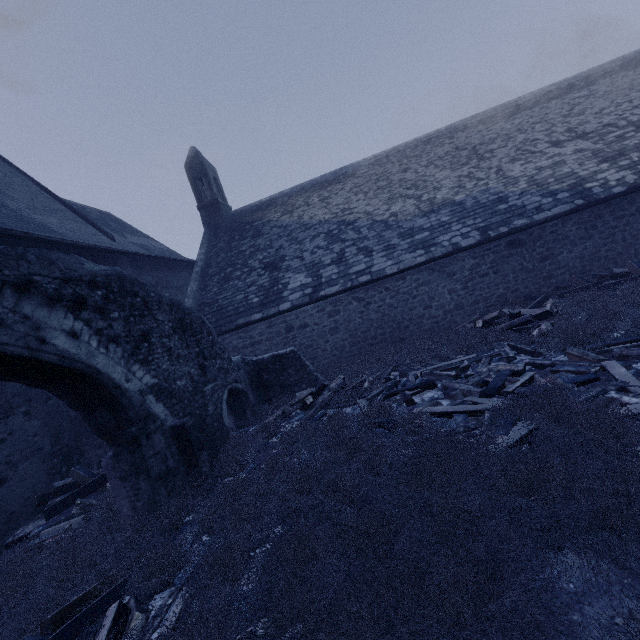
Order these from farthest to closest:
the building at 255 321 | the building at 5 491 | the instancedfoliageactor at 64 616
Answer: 1. the building at 255 321
2. the building at 5 491
3. the instancedfoliageactor at 64 616

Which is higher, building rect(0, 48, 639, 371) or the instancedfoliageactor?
building rect(0, 48, 639, 371)

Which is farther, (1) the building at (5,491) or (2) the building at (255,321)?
(2) the building at (255,321)

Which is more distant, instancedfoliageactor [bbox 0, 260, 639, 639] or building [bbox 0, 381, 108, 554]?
building [bbox 0, 381, 108, 554]

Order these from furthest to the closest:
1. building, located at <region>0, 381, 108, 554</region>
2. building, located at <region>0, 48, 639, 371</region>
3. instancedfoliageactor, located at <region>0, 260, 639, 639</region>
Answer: building, located at <region>0, 48, 639, 371</region> → building, located at <region>0, 381, 108, 554</region> → instancedfoliageactor, located at <region>0, 260, 639, 639</region>

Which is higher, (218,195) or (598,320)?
(218,195)
